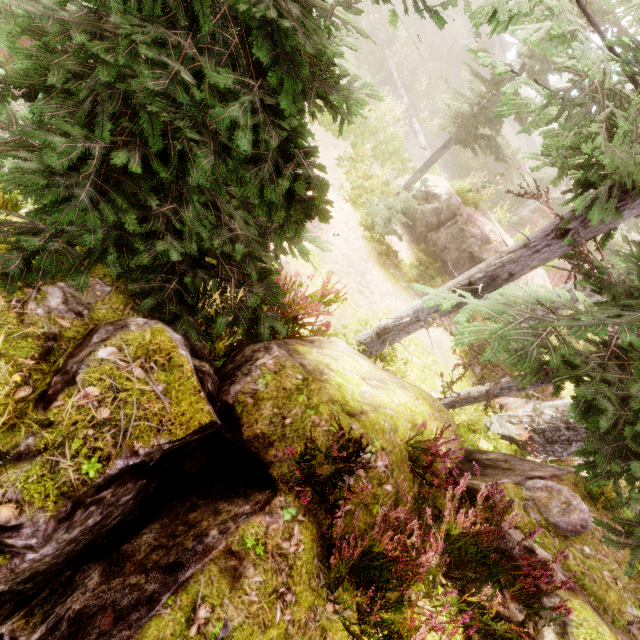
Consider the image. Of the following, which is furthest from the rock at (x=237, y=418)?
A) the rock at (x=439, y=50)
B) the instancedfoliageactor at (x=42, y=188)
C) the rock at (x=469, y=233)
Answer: the rock at (x=439, y=50)

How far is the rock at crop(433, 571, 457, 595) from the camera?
3.0m

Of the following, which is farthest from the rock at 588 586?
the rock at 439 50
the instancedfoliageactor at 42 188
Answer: the rock at 439 50

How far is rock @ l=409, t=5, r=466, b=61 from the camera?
27.14m

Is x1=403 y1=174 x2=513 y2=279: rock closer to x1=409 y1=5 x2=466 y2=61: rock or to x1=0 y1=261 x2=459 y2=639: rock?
x1=0 y1=261 x2=459 y2=639: rock

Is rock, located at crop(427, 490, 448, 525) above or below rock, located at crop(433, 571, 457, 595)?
below

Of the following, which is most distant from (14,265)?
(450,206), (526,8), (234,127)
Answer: (450,206)
